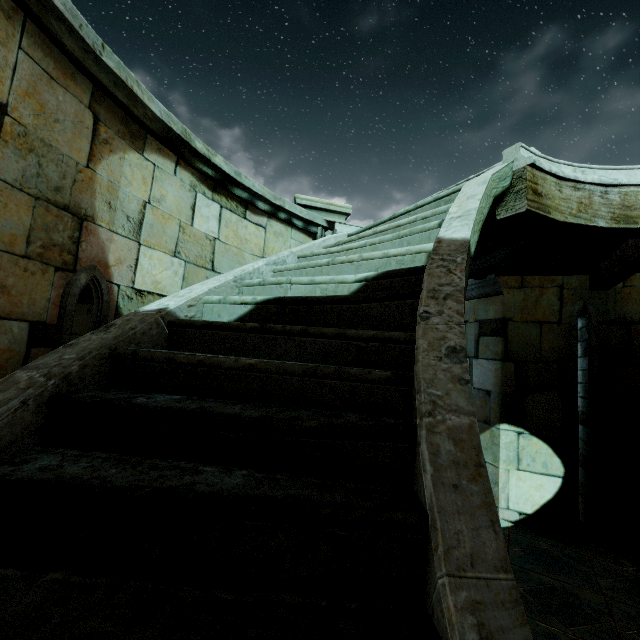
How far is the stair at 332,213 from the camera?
4.9 meters

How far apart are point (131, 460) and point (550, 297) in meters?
6.4 m

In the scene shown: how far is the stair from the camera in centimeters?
486cm
